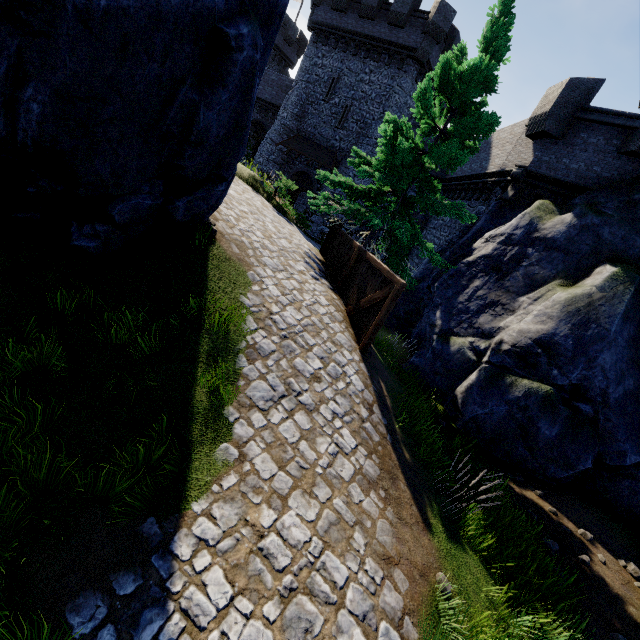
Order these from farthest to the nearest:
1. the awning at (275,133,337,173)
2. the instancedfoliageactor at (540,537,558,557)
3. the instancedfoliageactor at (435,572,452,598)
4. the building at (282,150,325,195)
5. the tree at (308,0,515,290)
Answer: the building at (282,150,325,195) < the awning at (275,133,337,173) < the tree at (308,0,515,290) < the instancedfoliageactor at (540,537,558,557) < the instancedfoliageactor at (435,572,452,598)

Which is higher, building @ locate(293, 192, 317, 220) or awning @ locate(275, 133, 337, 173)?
awning @ locate(275, 133, 337, 173)

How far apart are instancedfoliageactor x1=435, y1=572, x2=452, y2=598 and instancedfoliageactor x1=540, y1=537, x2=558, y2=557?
3.2 meters

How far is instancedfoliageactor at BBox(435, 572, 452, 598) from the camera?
4.22m

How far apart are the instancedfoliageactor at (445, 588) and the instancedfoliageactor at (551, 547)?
3.23m

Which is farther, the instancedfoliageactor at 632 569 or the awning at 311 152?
the awning at 311 152

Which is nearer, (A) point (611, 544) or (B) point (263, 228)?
(A) point (611, 544)

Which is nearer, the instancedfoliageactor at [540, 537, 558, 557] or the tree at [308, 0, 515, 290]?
the instancedfoliageactor at [540, 537, 558, 557]
